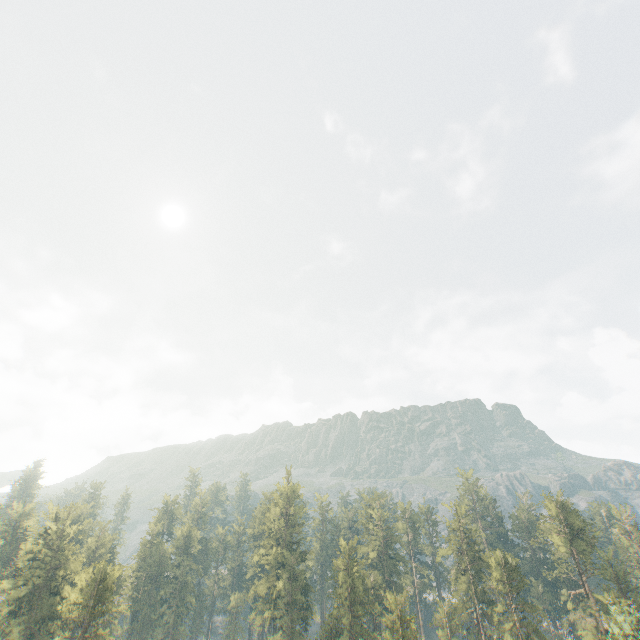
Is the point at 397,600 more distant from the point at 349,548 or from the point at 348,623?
the point at 349,548

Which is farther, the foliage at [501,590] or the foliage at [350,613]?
the foliage at [350,613]

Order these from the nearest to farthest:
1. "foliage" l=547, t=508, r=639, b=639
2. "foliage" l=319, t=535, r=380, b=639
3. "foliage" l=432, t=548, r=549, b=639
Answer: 1. "foliage" l=547, t=508, r=639, b=639
2. "foliage" l=432, t=548, r=549, b=639
3. "foliage" l=319, t=535, r=380, b=639

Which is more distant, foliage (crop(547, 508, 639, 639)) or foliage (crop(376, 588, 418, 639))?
foliage (crop(376, 588, 418, 639))

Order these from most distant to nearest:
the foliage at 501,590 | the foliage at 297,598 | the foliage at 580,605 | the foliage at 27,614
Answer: the foliage at 297,598 < the foliage at 501,590 < the foliage at 27,614 < the foliage at 580,605

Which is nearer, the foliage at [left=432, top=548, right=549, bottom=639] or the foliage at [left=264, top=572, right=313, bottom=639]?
the foliage at [left=432, top=548, right=549, bottom=639]
